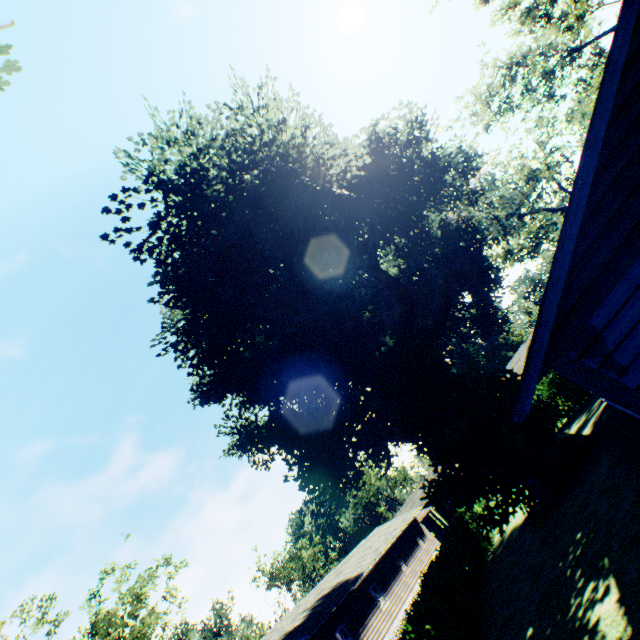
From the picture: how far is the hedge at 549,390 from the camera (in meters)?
25.48

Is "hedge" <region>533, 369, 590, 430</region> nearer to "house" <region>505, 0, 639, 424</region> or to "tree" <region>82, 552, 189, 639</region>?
"house" <region>505, 0, 639, 424</region>

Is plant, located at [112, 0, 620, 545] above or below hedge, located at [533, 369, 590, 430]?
above

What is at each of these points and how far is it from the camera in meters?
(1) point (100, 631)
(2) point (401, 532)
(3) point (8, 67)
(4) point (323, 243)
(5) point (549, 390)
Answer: (1) tree, 22.2
(2) house, 32.2
(3) plant, 5.9
(4) plant, 17.1
(5) hedge, 26.7

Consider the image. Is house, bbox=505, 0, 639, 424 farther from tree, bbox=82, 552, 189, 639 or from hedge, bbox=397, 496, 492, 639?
tree, bbox=82, 552, 189, 639

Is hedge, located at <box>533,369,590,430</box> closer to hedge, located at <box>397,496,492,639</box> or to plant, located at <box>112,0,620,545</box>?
hedge, located at <box>397,496,492,639</box>

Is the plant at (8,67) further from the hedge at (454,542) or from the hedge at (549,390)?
the hedge at (549,390)

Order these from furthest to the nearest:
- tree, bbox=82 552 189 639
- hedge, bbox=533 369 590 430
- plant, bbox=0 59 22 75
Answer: hedge, bbox=533 369 590 430
tree, bbox=82 552 189 639
plant, bbox=0 59 22 75
